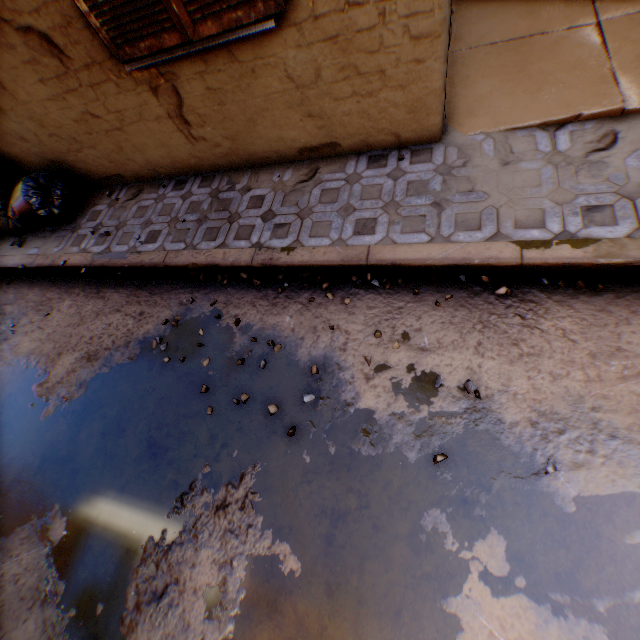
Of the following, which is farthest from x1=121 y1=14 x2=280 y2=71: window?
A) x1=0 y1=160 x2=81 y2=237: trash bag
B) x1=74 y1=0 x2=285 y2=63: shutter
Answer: x1=0 y1=160 x2=81 y2=237: trash bag

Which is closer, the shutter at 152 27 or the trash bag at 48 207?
the shutter at 152 27

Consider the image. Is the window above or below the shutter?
below

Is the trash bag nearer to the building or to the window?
the building

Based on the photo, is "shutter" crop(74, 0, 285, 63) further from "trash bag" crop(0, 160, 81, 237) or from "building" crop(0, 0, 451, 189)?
"trash bag" crop(0, 160, 81, 237)

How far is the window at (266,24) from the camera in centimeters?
243cm

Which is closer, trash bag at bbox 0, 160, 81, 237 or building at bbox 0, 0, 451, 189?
building at bbox 0, 0, 451, 189

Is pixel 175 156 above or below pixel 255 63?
below
